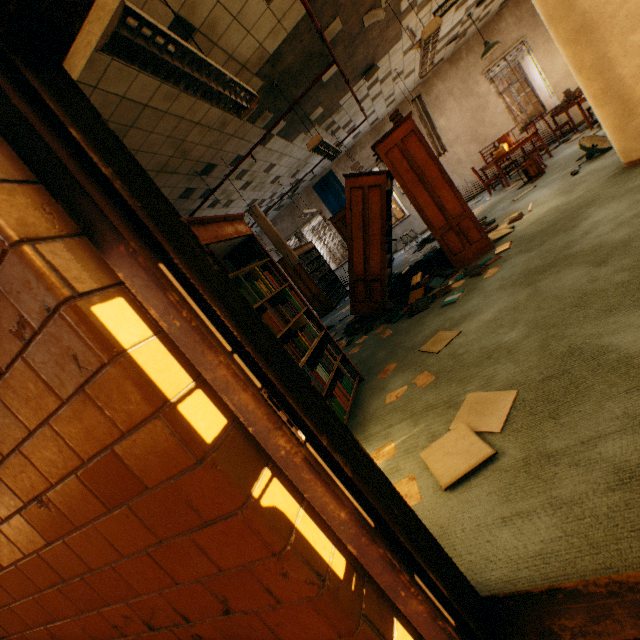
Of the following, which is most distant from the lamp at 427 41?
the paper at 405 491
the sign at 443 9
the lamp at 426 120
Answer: the paper at 405 491

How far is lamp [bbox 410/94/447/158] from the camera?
7.86m

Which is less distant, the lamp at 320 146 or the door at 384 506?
the door at 384 506

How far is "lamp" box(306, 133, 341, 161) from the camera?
4.91m

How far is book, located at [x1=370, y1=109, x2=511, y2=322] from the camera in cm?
441

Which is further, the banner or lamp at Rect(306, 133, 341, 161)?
the banner

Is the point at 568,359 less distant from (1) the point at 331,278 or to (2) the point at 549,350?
(2) the point at 549,350

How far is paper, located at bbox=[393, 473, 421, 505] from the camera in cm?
173
